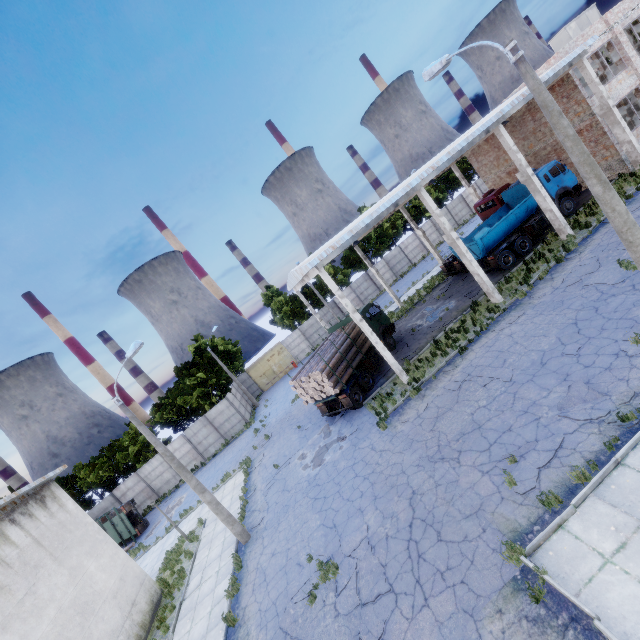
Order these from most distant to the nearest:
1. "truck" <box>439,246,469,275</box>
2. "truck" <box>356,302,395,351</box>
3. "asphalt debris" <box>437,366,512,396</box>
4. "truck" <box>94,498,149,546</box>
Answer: "truck" <box>94,498,149,546</box>, "truck" <box>439,246,469,275</box>, "truck" <box>356,302,395,351</box>, "asphalt debris" <box>437,366,512,396</box>

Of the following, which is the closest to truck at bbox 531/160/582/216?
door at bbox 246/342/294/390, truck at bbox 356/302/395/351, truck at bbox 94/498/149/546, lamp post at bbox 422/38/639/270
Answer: truck at bbox 356/302/395/351

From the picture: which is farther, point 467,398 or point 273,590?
point 467,398

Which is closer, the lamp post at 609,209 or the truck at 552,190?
the lamp post at 609,209

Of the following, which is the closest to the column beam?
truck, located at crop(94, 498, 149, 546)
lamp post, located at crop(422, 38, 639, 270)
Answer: lamp post, located at crop(422, 38, 639, 270)

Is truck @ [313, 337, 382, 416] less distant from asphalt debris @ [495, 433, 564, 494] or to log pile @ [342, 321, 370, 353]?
log pile @ [342, 321, 370, 353]

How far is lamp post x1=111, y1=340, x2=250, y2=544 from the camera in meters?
14.1
